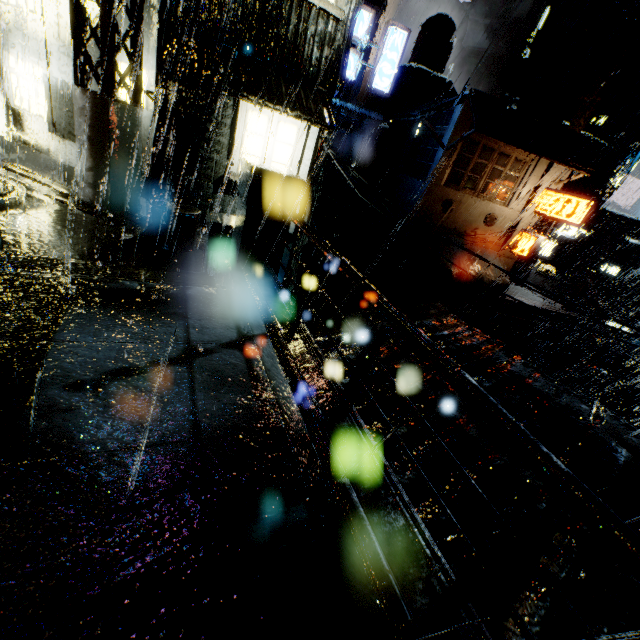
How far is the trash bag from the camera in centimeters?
825cm

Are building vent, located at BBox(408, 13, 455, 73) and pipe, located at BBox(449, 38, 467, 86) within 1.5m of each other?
no

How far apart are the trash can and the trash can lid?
0.03m

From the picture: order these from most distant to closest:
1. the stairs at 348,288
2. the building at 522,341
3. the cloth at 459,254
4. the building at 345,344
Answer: the stairs at 348,288
the cloth at 459,254
the building at 345,344
the building at 522,341

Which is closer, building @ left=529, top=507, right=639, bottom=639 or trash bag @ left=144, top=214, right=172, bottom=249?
building @ left=529, top=507, right=639, bottom=639

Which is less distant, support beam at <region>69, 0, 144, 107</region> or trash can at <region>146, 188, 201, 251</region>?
support beam at <region>69, 0, 144, 107</region>

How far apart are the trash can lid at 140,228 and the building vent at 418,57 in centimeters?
3433cm

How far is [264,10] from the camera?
9.46m
